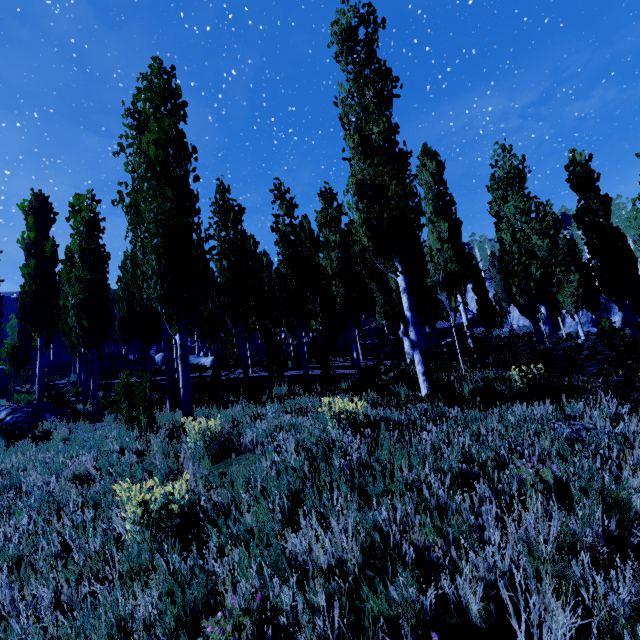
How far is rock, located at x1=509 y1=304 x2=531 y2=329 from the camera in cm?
4244

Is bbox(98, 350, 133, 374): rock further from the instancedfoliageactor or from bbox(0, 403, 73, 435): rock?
bbox(0, 403, 73, 435): rock

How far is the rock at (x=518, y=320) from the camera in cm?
4244

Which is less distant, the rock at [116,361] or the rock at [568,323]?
the rock at [116,361]

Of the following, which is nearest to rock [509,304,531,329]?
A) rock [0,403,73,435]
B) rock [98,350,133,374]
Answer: rock [98,350,133,374]

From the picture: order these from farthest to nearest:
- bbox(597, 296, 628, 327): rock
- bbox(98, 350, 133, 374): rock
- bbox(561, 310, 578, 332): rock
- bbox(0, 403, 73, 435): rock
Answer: bbox(561, 310, 578, 332): rock
bbox(597, 296, 628, 327): rock
bbox(98, 350, 133, 374): rock
bbox(0, 403, 73, 435): rock

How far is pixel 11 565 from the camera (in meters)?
3.62

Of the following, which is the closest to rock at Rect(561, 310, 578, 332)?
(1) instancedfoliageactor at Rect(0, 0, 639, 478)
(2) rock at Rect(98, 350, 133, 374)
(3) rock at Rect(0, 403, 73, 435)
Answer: (1) instancedfoliageactor at Rect(0, 0, 639, 478)
